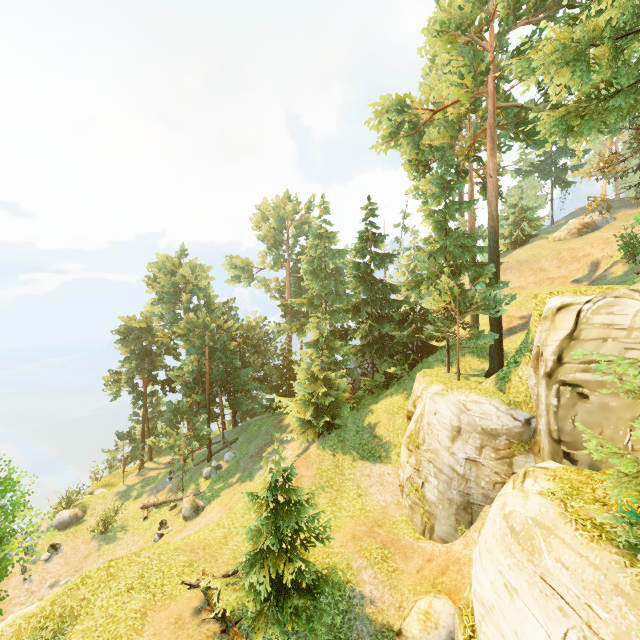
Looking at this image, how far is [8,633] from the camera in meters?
12.5

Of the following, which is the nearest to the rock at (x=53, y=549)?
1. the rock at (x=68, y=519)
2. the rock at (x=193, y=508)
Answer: the rock at (x=68, y=519)

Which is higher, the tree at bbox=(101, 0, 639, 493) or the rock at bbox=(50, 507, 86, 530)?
the tree at bbox=(101, 0, 639, 493)

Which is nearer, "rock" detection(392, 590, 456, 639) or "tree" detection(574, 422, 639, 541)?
"tree" detection(574, 422, 639, 541)

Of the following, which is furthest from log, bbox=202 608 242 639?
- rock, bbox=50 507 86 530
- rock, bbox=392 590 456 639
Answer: rock, bbox=50 507 86 530

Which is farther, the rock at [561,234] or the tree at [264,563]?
the rock at [561,234]

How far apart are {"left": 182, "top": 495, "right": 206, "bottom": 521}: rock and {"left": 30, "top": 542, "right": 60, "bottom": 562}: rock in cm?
877

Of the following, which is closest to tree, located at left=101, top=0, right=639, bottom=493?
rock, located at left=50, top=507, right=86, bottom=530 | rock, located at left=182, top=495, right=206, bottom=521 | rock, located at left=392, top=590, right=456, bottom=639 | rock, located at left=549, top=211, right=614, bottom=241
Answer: rock, located at left=182, top=495, right=206, bottom=521
